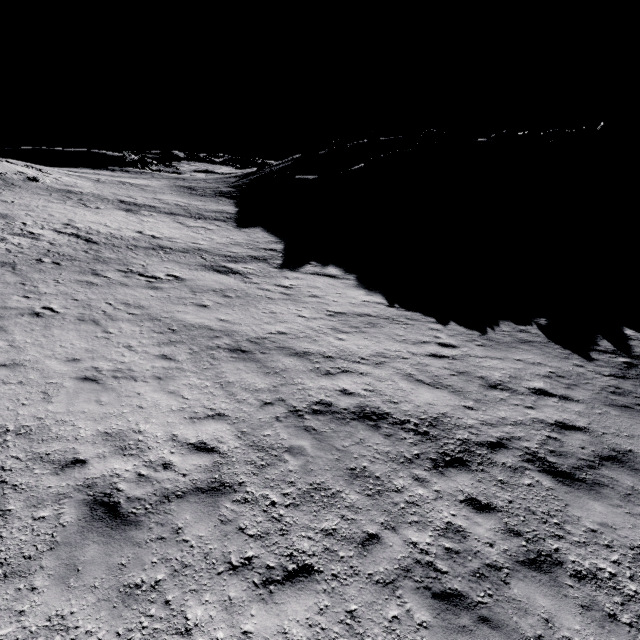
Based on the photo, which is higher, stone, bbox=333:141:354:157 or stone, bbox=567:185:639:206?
stone, bbox=333:141:354:157

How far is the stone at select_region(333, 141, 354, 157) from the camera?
59.0 meters

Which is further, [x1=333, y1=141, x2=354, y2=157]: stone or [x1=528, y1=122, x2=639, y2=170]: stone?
[x1=333, y1=141, x2=354, y2=157]: stone

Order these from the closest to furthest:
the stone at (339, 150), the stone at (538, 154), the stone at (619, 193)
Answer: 1. the stone at (619, 193)
2. the stone at (538, 154)
3. the stone at (339, 150)

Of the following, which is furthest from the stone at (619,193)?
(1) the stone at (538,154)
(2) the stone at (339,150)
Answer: (2) the stone at (339,150)

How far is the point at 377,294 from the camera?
17.17m

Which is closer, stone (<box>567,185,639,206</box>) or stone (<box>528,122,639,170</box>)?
stone (<box>567,185,639,206</box>)

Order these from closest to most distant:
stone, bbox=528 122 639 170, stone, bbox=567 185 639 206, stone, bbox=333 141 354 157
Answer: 1. stone, bbox=567 185 639 206
2. stone, bbox=528 122 639 170
3. stone, bbox=333 141 354 157
